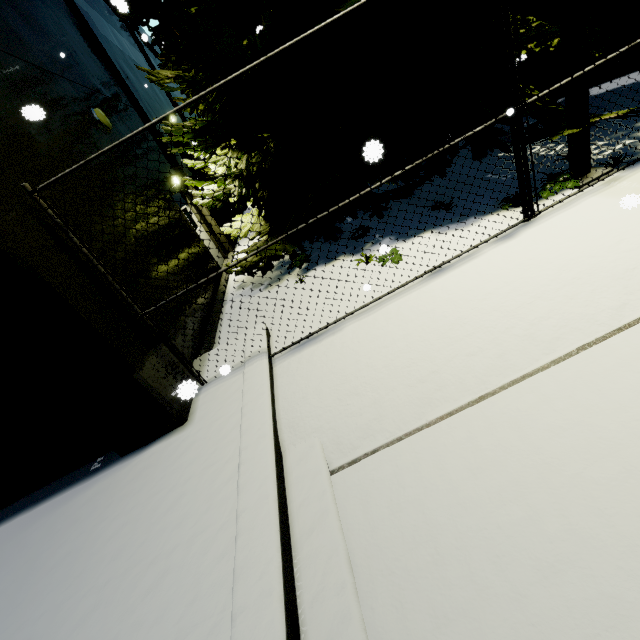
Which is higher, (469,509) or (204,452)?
(204,452)

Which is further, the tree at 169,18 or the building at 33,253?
the tree at 169,18

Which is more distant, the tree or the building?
the tree
